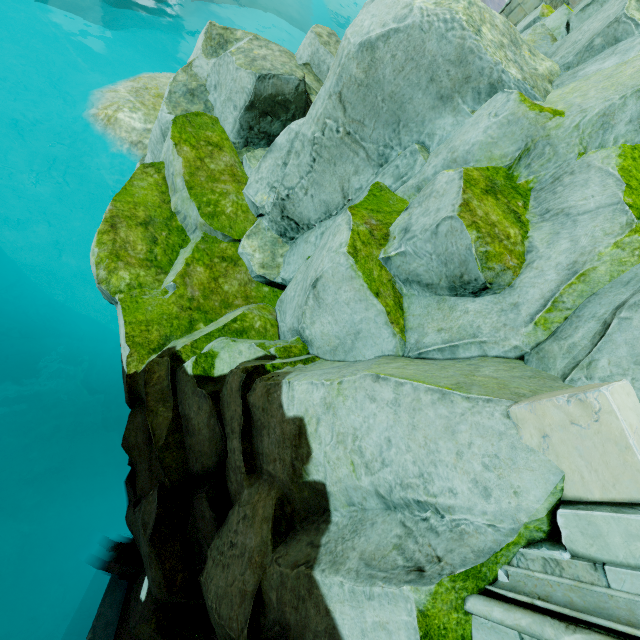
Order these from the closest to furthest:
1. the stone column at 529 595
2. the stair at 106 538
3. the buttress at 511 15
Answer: the stone column at 529 595 < the stair at 106 538 < the buttress at 511 15

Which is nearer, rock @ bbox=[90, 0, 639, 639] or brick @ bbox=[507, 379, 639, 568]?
brick @ bbox=[507, 379, 639, 568]

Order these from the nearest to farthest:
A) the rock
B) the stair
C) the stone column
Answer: the stone column
the rock
the stair

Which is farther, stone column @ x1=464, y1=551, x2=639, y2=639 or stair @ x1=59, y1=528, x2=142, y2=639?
stair @ x1=59, y1=528, x2=142, y2=639

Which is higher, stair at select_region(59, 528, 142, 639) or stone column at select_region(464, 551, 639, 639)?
stone column at select_region(464, 551, 639, 639)

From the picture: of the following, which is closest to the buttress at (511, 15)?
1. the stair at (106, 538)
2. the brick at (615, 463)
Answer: the brick at (615, 463)

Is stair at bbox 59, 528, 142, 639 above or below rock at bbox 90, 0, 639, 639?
below

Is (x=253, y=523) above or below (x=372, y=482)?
below
